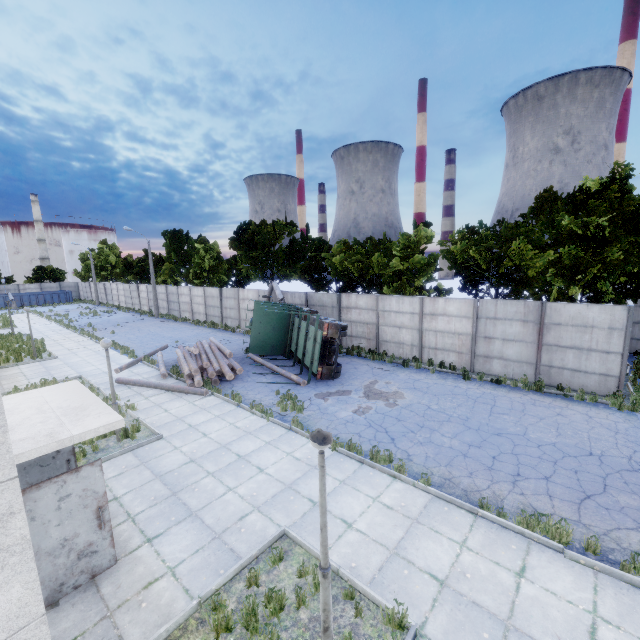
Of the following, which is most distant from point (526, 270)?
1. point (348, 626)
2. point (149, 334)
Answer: point (149, 334)

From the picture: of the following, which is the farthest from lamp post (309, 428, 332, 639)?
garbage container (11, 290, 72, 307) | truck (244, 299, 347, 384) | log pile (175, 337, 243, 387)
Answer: garbage container (11, 290, 72, 307)

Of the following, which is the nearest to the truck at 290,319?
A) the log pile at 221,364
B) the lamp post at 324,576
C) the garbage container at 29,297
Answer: the log pile at 221,364

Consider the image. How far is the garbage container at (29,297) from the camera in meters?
53.2 m

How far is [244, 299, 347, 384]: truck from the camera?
15.1 meters

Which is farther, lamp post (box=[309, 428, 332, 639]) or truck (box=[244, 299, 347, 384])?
truck (box=[244, 299, 347, 384])

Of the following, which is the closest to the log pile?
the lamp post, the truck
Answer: the truck

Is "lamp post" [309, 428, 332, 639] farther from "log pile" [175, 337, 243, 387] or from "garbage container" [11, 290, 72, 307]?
"garbage container" [11, 290, 72, 307]
